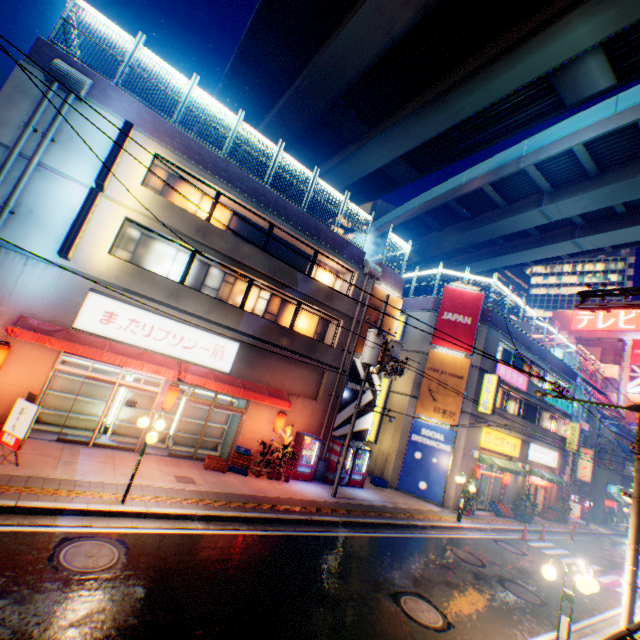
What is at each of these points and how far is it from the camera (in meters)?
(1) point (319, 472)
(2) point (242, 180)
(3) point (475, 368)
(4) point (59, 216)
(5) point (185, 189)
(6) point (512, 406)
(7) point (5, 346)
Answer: (1) ventilation tube, 16.50
(2) concrete block, 14.80
(3) building, 20.75
(4) building, 11.10
(5) window glass, 14.37
(6) window glass, 24.41
(7) street lamp, 9.78

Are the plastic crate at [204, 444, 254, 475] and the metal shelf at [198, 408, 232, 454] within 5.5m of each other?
yes

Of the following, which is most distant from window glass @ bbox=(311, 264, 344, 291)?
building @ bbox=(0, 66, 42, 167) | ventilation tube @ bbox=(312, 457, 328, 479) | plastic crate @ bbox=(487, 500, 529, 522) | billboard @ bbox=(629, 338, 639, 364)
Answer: billboard @ bbox=(629, 338, 639, 364)

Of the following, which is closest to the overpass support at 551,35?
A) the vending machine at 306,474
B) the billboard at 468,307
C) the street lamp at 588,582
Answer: the street lamp at 588,582

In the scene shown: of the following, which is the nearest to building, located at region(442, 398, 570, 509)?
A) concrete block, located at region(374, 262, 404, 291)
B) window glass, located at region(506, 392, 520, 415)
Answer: window glass, located at region(506, 392, 520, 415)

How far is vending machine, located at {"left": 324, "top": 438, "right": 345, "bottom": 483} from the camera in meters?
16.5

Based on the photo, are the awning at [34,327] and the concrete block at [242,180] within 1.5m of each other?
no

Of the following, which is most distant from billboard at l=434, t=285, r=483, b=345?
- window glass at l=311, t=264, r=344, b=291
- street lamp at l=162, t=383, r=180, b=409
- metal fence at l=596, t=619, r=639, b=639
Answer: street lamp at l=162, t=383, r=180, b=409
